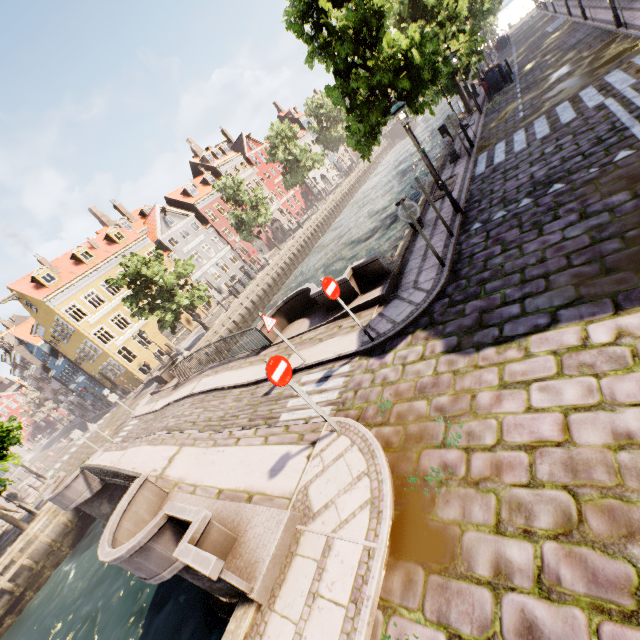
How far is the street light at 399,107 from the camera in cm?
882

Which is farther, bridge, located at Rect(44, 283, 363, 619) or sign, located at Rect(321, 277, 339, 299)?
sign, located at Rect(321, 277, 339, 299)

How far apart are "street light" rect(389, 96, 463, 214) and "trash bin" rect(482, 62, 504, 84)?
18.07m

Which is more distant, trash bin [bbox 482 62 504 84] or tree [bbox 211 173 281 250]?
tree [bbox 211 173 281 250]

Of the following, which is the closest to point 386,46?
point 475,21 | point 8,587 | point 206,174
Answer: point 475,21

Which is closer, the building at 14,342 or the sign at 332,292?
the sign at 332,292

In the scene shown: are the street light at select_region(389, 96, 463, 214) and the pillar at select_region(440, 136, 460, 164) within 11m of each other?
yes

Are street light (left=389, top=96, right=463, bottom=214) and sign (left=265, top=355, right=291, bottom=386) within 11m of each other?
yes
